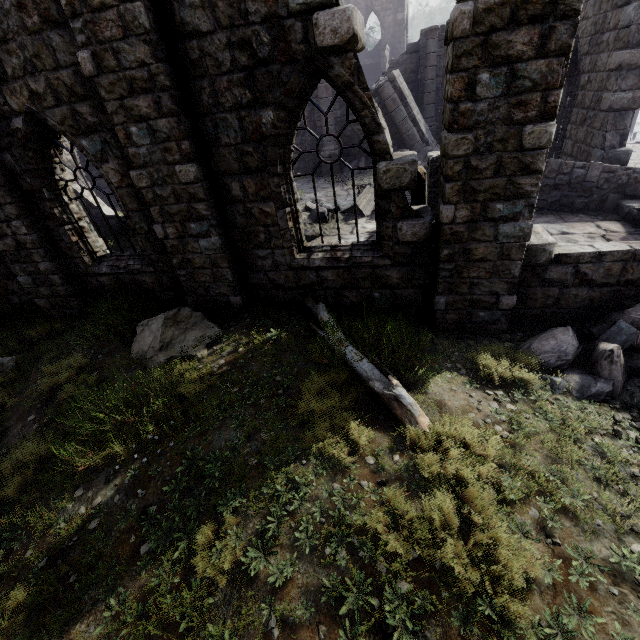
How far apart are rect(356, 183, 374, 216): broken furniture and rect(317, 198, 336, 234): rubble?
0.42m

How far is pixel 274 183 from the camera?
5.72m

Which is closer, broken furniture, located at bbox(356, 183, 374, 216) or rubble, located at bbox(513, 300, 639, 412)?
rubble, located at bbox(513, 300, 639, 412)

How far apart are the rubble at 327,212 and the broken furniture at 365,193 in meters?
0.4

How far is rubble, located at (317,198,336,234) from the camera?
10.7m

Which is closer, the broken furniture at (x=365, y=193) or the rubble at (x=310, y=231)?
the rubble at (x=310, y=231)

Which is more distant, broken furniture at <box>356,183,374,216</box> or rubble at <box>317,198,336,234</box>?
broken furniture at <box>356,183,374,216</box>
